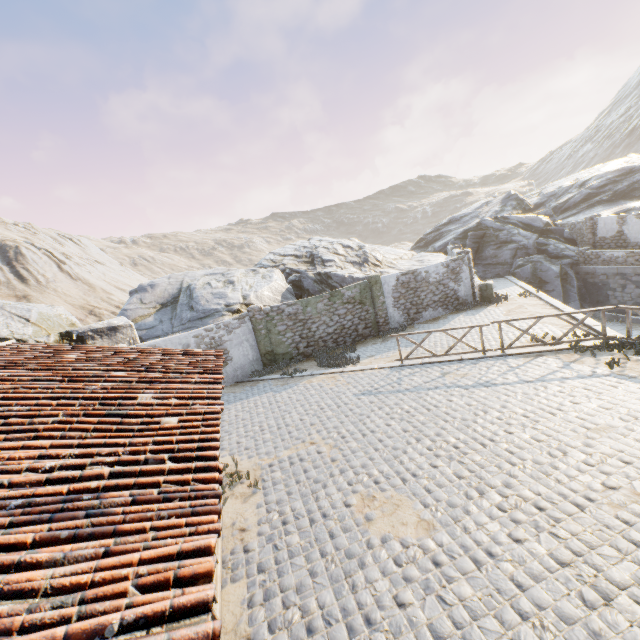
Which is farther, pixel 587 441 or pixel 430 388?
pixel 430 388

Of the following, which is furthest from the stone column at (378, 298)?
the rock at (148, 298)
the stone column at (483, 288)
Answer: the stone column at (483, 288)

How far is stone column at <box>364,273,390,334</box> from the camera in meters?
16.6

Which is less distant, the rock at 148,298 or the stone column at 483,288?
the rock at 148,298

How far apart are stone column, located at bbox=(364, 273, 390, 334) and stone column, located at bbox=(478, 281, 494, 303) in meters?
5.1

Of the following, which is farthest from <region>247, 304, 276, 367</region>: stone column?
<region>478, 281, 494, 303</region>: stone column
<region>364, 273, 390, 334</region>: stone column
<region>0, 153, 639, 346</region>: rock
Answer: <region>478, 281, 494, 303</region>: stone column

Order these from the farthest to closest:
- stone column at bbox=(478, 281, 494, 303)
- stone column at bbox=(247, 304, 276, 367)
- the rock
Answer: stone column at bbox=(478, 281, 494, 303) → stone column at bbox=(247, 304, 276, 367) → the rock
